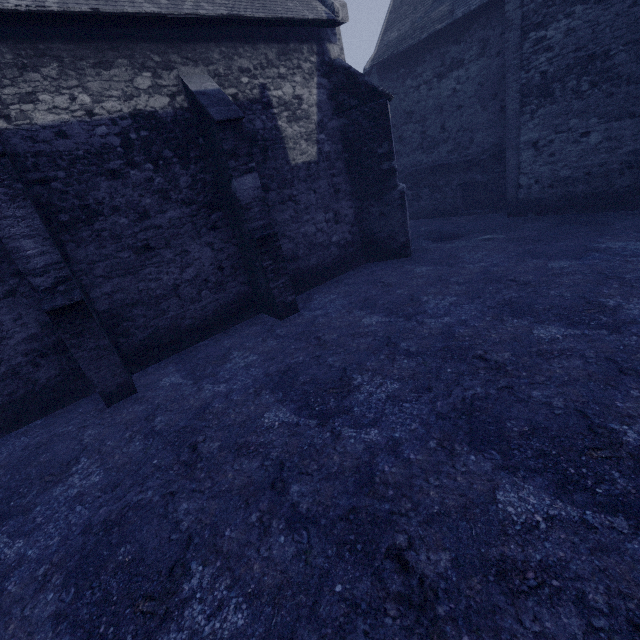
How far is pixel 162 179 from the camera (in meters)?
7.40
